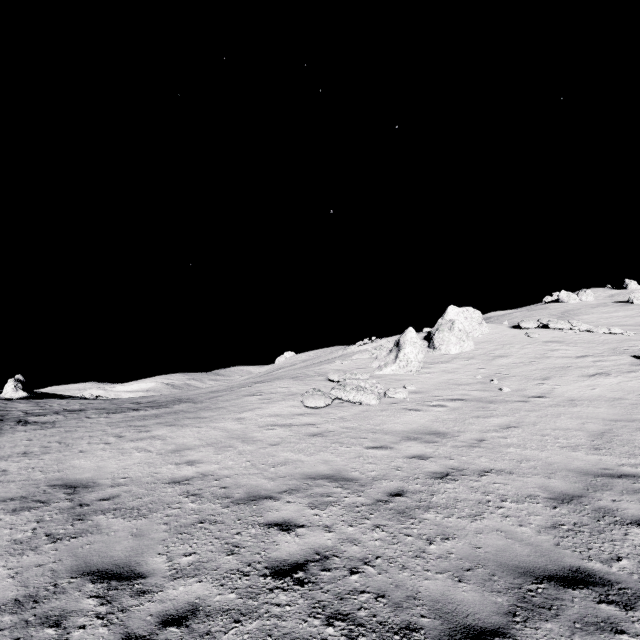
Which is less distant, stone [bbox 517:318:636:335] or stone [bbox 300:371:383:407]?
stone [bbox 300:371:383:407]

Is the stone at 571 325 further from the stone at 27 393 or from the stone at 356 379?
the stone at 27 393

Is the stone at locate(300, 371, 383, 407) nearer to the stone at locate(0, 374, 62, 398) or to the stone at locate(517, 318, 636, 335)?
the stone at locate(517, 318, 636, 335)

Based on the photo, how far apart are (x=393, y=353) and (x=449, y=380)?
3.8 meters

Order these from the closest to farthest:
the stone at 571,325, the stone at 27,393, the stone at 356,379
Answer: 1. the stone at 356,379
2. the stone at 571,325
3. the stone at 27,393

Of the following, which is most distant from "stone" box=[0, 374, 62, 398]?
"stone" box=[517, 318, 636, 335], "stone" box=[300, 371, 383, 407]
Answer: "stone" box=[517, 318, 636, 335]

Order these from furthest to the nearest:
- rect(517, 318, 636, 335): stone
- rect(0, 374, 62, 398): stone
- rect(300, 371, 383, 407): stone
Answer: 1. rect(0, 374, 62, 398): stone
2. rect(517, 318, 636, 335): stone
3. rect(300, 371, 383, 407): stone

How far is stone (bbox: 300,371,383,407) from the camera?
12.6 meters
